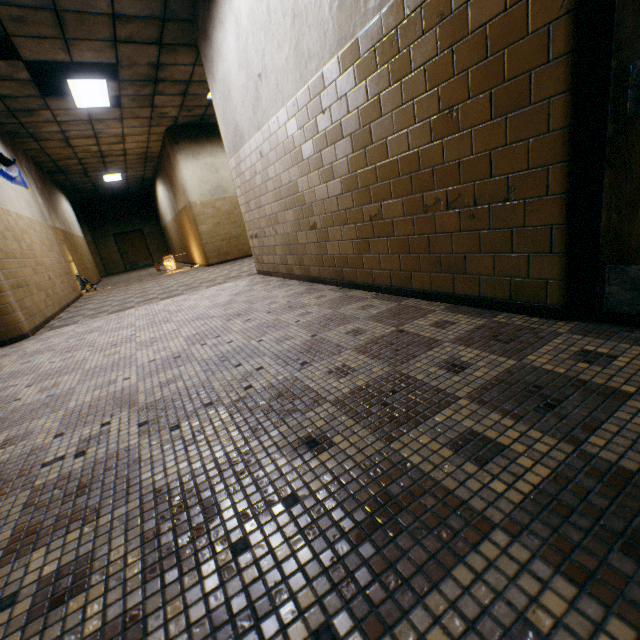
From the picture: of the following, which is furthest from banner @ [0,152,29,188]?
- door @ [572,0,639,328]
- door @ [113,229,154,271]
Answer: door @ [113,229,154,271]

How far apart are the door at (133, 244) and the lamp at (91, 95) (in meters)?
13.64

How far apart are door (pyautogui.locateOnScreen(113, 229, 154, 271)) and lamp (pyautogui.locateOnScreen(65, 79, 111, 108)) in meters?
13.6

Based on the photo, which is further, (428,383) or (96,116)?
(96,116)

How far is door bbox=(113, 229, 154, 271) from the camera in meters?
19.0 m

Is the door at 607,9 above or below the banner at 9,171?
below

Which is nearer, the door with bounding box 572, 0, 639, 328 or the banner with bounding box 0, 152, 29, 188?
the door with bounding box 572, 0, 639, 328

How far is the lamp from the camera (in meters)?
5.96
